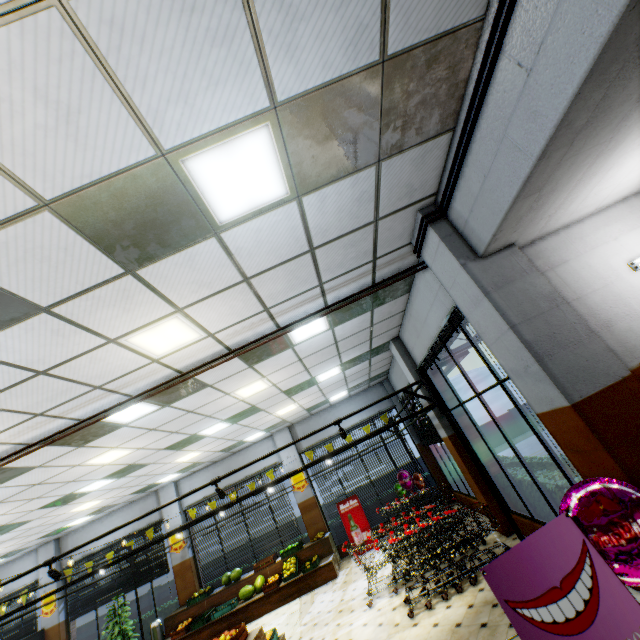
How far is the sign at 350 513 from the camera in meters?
11.0

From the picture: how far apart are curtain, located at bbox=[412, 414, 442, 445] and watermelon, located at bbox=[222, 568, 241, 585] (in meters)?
7.72

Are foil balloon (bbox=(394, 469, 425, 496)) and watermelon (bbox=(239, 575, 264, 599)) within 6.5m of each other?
yes

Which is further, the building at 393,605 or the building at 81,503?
the building at 393,605

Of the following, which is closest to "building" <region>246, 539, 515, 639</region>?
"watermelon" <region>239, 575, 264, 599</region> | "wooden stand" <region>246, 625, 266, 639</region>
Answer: "wooden stand" <region>246, 625, 266, 639</region>

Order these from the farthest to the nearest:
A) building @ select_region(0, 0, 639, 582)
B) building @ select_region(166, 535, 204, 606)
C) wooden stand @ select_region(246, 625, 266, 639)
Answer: building @ select_region(166, 535, 204, 606) → wooden stand @ select_region(246, 625, 266, 639) → building @ select_region(0, 0, 639, 582)

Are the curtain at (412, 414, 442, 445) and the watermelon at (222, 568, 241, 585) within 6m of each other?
no

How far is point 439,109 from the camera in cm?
300
